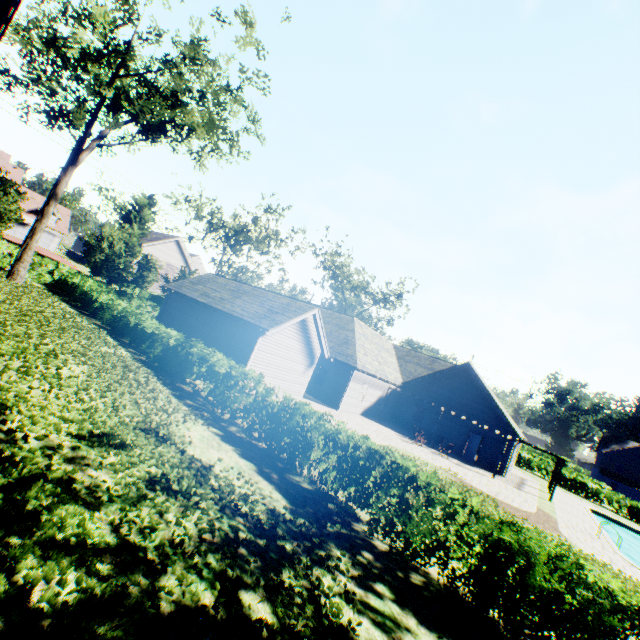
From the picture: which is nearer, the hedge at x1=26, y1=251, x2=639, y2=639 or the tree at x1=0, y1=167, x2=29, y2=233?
the hedge at x1=26, y1=251, x2=639, y2=639

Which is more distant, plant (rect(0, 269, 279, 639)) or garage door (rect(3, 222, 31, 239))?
garage door (rect(3, 222, 31, 239))

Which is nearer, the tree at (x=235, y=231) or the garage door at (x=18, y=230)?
the tree at (x=235, y=231)

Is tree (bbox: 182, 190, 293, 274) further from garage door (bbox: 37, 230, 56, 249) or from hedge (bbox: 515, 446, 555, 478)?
garage door (bbox: 37, 230, 56, 249)

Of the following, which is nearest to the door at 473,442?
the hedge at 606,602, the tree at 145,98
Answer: the hedge at 606,602

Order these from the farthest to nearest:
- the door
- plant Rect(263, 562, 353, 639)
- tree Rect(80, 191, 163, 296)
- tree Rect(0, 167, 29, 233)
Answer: tree Rect(80, 191, 163, 296) → the door → tree Rect(0, 167, 29, 233) → plant Rect(263, 562, 353, 639)

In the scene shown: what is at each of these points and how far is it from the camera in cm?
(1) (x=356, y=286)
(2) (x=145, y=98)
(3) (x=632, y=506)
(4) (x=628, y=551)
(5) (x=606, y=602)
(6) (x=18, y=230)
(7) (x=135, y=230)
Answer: (1) tree, 5619
(2) tree, 1880
(3) hedge, 3328
(4) swimming pool, 2752
(5) hedge, 509
(6) garage door, 4956
(7) tree, 4369

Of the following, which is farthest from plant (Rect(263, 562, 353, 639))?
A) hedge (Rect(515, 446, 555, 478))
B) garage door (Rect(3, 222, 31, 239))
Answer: garage door (Rect(3, 222, 31, 239))
